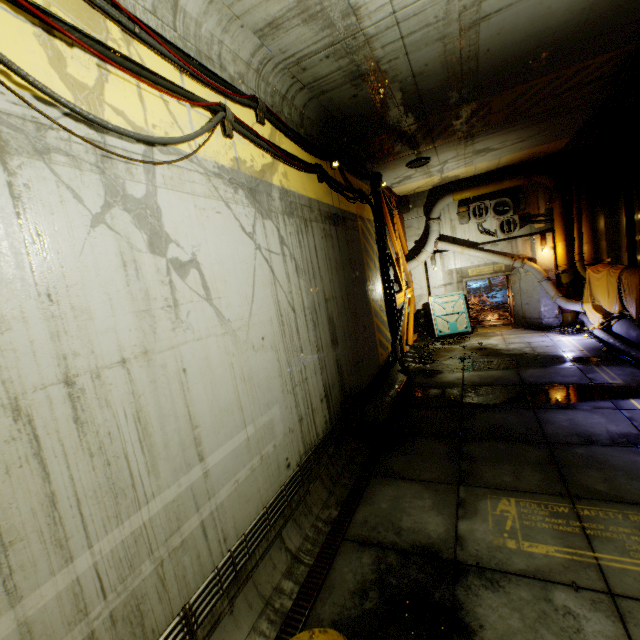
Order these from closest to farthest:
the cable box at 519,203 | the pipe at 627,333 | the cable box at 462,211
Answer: the pipe at 627,333 < the cable box at 519,203 < the cable box at 462,211

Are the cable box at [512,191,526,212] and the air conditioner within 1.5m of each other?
yes

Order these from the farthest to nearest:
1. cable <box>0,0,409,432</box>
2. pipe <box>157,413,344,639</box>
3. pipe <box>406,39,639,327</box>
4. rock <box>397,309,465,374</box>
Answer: rock <box>397,309,465,374</box> < pipe <box>406,39,639,327</box> < pipe <box>157,413,344,639</box> < cable <box>0,0,409,432</box>

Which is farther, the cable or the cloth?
the cloth

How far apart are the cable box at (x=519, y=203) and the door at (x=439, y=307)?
4.04m

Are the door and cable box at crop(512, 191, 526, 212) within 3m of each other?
no

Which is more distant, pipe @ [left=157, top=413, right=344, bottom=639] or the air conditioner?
the air conditioner

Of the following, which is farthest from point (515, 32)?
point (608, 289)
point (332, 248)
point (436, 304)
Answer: point (436, 304)
